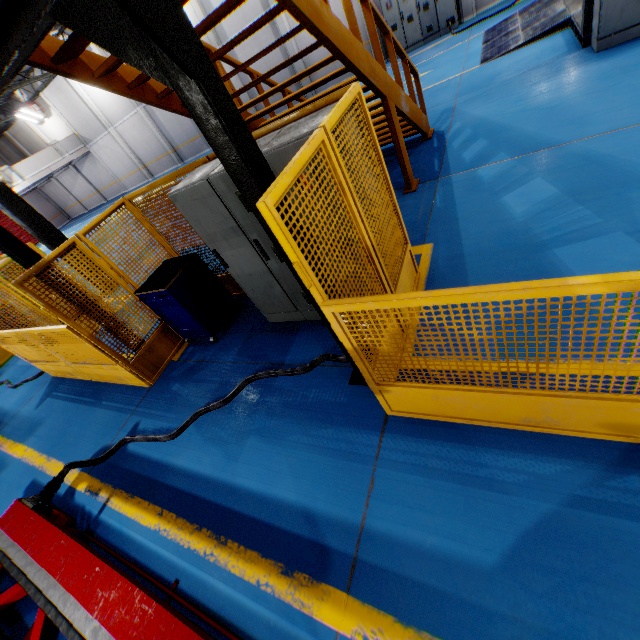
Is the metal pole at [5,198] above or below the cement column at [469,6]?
above

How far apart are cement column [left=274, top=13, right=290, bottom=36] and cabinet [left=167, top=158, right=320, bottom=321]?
17.2 meters

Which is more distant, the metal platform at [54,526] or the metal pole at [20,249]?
the metal pole at [20,249]

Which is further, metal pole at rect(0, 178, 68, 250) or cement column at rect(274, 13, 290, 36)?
cement column at rect(274, 13, 290, 36)

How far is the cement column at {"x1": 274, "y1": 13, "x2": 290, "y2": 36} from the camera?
15.5 meters

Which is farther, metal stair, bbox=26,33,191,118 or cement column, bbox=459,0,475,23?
cement column, bbox=459,0,475,23

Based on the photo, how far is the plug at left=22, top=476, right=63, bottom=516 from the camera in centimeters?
353cm

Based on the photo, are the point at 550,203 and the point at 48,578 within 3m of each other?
no
